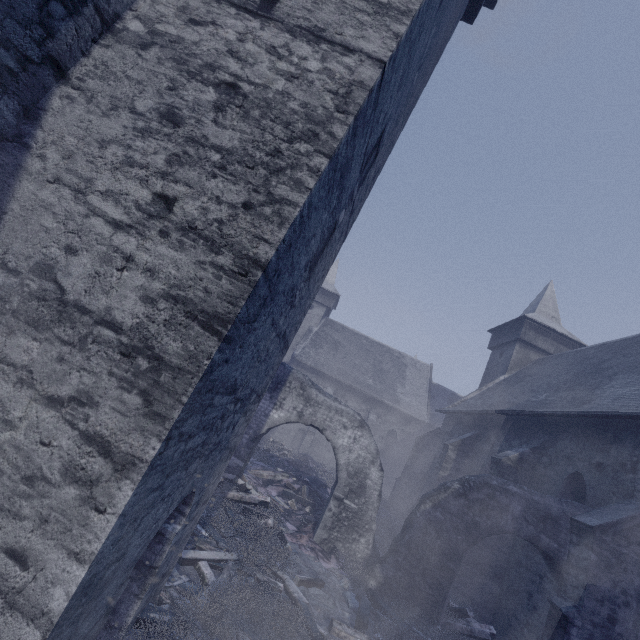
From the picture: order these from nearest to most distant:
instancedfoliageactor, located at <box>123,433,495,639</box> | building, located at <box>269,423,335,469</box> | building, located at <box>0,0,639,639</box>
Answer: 1. building, located at <box>0,0,639,639</box>
2. instancedfoliageactor, located at <box>123,433,495,639</box>
3. building, located at <box>269,423,335,469</box>

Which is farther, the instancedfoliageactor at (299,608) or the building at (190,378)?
the instancedfoliageactor at (299,608)

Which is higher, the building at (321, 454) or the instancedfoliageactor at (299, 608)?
the building at (321, 454)

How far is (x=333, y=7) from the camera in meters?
3.3

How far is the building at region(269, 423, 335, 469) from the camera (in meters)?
26.33

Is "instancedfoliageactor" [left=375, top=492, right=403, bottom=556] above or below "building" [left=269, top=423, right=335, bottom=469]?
below
